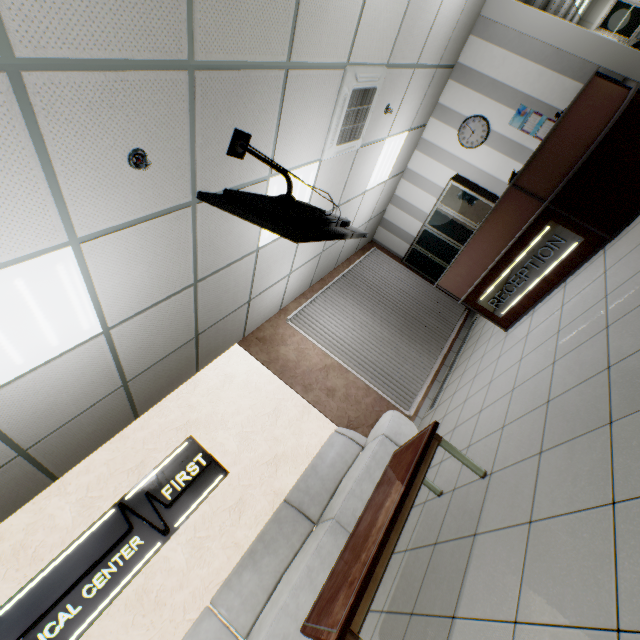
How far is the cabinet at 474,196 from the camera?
6.5m

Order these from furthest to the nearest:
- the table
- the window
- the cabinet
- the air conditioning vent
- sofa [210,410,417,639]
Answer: the window
the cabinet
the air conditioning vent
sofa [210,410,417,639]
the table

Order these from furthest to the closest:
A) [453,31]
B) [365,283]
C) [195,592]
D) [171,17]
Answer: [365,283]
[453,31]
[195,592]
[171,17]

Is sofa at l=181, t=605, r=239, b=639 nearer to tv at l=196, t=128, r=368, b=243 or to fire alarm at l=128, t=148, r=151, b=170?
tv at l=196, t=128, r=368, b=243

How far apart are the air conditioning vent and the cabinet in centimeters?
272cm

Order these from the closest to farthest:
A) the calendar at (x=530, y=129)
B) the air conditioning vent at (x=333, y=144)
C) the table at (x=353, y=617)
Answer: the table at (x=353, y=617) < the air conditioning vent at (x=333, y=144) < the calendar at (x=530, y=129)

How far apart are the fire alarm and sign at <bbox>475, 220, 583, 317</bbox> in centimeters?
406cm

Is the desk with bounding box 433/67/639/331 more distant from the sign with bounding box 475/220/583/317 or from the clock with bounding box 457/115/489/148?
the clock with bounding box 457/115/489/148
